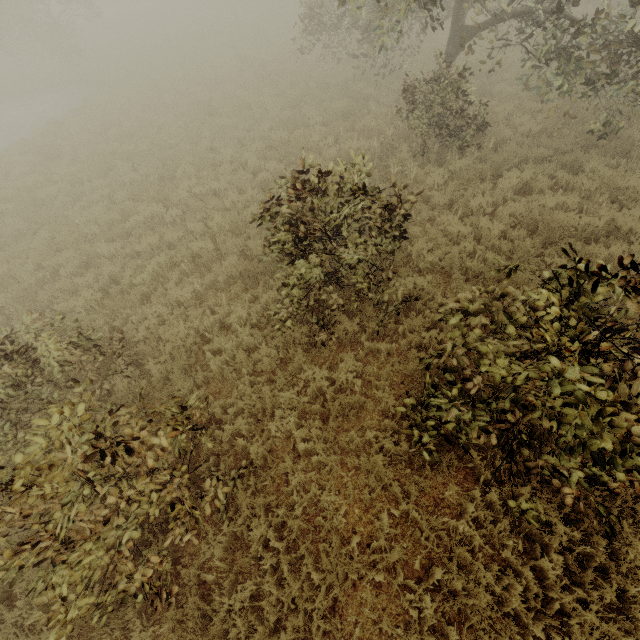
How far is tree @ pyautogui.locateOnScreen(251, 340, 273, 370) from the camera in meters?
5.8

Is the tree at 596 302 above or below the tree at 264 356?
above

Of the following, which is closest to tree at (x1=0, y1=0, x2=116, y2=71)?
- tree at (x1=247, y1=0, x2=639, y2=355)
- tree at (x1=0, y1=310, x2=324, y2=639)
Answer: tree at (x1=247, y1=0, x2=639, y2=355)

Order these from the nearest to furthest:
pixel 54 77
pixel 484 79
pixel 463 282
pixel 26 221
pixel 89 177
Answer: pixel 463 282
pixel 26 221
pixel 89 177
pixel 484 79
pixel 54 77

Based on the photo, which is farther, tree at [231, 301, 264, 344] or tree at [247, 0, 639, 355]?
tree at [231, 301, 264, 344]

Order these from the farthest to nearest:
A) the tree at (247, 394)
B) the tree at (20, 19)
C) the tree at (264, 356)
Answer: the tree at (20, 19), the tree at (264, 356), the tree at (247, 394)
